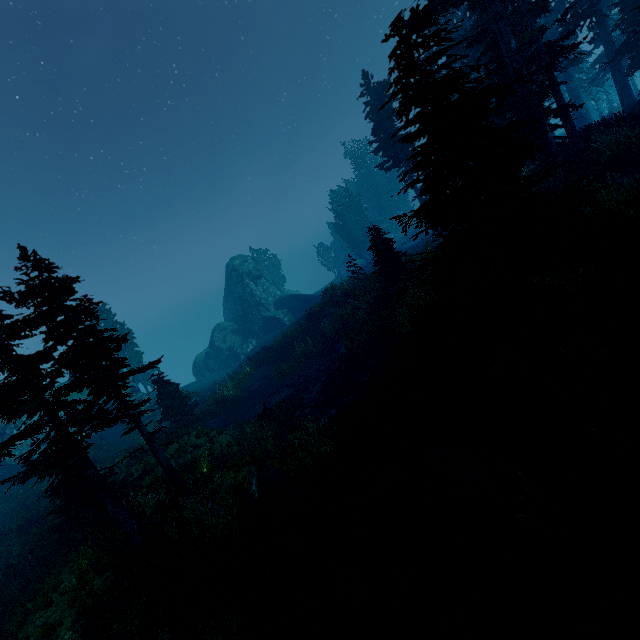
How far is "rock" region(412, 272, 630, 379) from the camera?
7.22m

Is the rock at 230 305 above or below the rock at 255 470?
above

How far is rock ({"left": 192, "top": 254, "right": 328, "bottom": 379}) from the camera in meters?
46.6 m

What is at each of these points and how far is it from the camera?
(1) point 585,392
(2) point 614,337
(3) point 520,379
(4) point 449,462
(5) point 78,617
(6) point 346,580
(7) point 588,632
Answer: (1) instancedfoliageactor, 7.1m
(2) rock, 7.1m
(3) instancedfoliageactor, 8.5m
(4) rock, 8.0m
(5) rock, 8.6m
(6) instancedfoliageactor, 7.2m
(7) instancedfoliageactor, 4.8m

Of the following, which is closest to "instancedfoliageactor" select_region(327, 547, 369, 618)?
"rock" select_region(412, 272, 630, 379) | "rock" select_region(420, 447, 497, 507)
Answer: "rock" select_region(412, 272, 630, 379)

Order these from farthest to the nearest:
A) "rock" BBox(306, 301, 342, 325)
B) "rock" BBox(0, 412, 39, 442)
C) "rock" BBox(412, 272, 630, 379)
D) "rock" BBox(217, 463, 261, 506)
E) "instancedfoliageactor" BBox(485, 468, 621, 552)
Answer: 1. "rock" BBox(0, 412, 39, 442)
2. "rock" BBox(306, 301, 342, 325)
3. "rock" BBox(217, 463, 261, 506)
4. "rock" BBox(412, 272, 630, 379)
5. "instancedfoliageactor" BBox(485, 468, 621, 552)

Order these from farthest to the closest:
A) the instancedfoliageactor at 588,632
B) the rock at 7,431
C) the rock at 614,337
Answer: → the rock at 7,431, the rock at 614,337, the instancedfoliageactor at 588,632

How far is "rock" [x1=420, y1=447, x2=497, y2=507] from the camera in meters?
7.2
